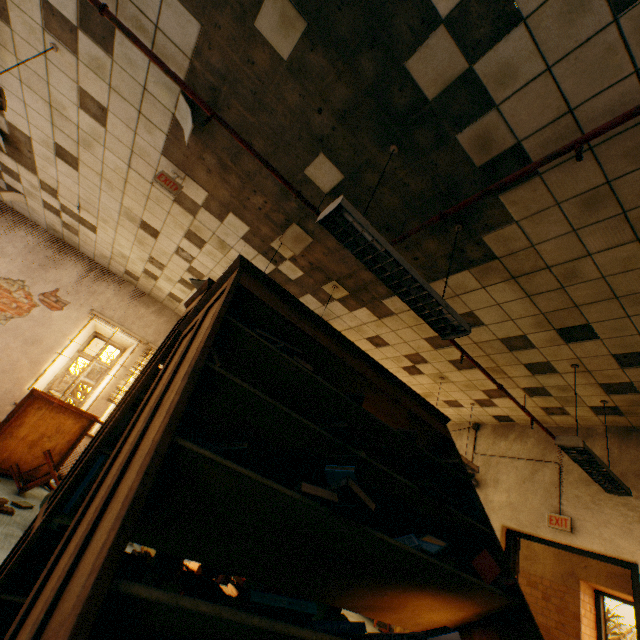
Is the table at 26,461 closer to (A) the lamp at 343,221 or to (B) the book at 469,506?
(B) the book at 469,506

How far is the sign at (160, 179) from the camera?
3.9 meters

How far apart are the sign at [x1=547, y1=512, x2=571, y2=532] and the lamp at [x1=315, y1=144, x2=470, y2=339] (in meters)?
4.40

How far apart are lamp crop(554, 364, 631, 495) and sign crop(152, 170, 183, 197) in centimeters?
542cm

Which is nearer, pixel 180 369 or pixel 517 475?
pixel 180 369

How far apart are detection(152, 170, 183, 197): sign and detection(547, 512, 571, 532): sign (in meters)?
7.21

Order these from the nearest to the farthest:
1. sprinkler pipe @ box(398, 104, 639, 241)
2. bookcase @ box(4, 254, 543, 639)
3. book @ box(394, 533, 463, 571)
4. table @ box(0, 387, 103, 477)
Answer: bookcase @ box(4, 254, 543, 639)
book @ box(394, 533, 463, 571)
sprinkler pipe @ box(398, 104, 639, 241)
table @ box(0, 387, 103, 477)

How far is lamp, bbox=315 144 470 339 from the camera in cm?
219
